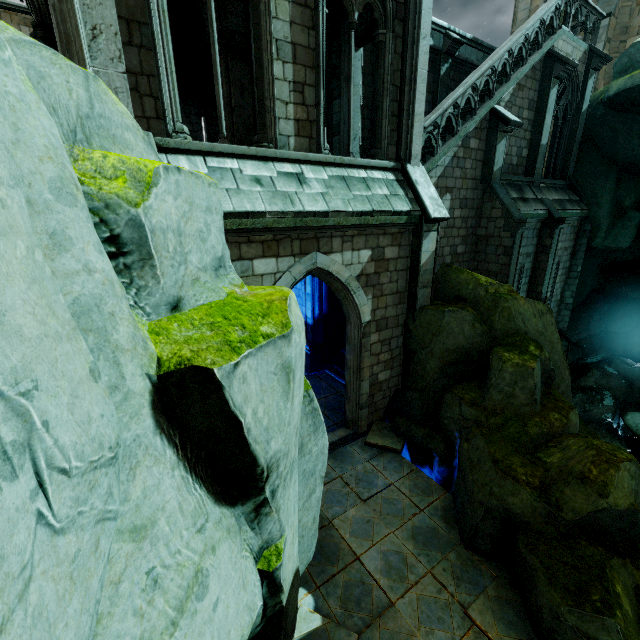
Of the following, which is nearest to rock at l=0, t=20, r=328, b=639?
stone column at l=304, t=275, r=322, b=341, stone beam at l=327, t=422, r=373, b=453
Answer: stone beam at l=327, t=422, r=373, b=453

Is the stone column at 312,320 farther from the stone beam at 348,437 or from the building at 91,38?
the stone beam at 348,437

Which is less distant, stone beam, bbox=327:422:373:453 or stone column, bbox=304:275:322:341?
stone beam, bbox=327:422:373:453

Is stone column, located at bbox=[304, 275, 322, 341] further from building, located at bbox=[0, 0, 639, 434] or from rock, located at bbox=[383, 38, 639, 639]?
rock, located at bbox=[383, 38, 639, 639]

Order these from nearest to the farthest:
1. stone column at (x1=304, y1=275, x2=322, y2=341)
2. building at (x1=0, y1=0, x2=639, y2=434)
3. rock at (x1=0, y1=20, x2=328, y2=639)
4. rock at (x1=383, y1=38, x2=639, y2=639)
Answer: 1. rock at (x1=0, y1=20, x2=328, y2=639)
2. rock at (x1=383, y1=38, x2=639, y2=639)
3. building at (x1=0, y1=0, x2=639, y2=434)
4. stone column at (x1=304, y1=275, x2=322, y2=341)

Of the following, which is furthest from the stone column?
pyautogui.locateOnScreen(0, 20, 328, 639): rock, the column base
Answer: pyautogui.locateOnScreen(0, 20, 328, 639): rock

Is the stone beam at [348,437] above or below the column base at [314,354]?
below

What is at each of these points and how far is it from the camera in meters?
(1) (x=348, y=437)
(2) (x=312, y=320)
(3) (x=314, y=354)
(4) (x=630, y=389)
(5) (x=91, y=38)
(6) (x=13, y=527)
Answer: (1) stone beam, 9.4 m
(2) stone column, 12.7 m
(3) column base, 13.1 m
(4) rock, 21.5 m
(5) building, 4.6 m
(6) rock, 0.9 m
